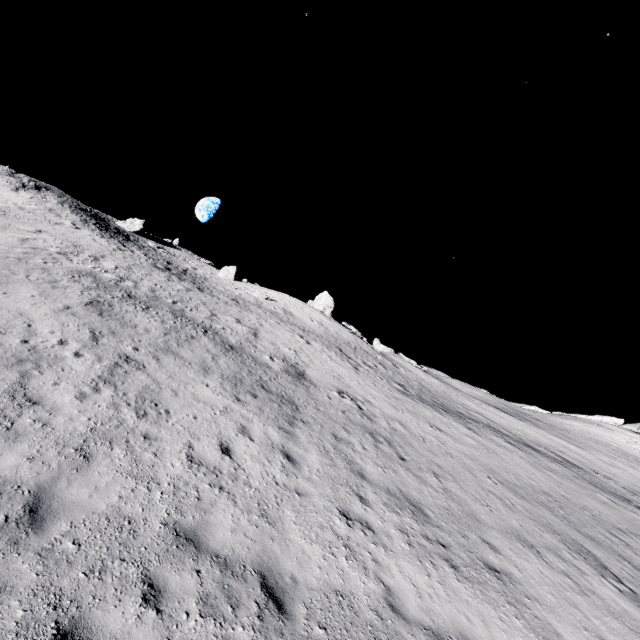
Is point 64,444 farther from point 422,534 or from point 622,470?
point 622,470

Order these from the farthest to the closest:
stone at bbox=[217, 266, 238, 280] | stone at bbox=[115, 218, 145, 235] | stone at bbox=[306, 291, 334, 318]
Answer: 1. stone at bbox=[217, 266, 238, 280]
2. stone at bbox=[115, 218, 145, 235]
3. stone at bbox=[306, 291, 334, 318]

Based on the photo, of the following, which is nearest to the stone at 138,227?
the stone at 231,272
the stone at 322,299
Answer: the stone at 231,272

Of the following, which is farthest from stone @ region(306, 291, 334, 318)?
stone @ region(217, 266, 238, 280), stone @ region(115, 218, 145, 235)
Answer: stone @ region(115, 218, 145, 235)

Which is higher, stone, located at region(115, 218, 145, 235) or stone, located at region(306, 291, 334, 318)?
stone, located at region(115, 218, 145, 235)

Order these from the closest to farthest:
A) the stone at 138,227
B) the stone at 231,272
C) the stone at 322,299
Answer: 1. the stone at 322,299
2. the stone at 138,227
3. the stone at 231,272

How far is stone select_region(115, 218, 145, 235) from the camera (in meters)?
46.00
